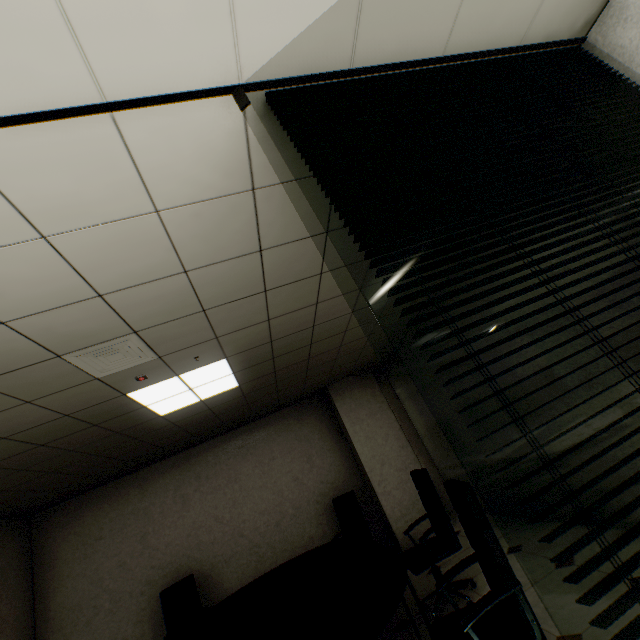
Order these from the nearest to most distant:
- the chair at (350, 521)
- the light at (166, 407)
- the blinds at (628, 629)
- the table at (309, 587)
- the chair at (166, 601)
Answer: the blinds at (628, 629), the table at (309, 587), the light at (166, 407), the chair at (166, 601), the chair at (350, 521)

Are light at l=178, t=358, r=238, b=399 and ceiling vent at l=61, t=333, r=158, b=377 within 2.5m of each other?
yes

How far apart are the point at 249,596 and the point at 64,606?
3.4 meters

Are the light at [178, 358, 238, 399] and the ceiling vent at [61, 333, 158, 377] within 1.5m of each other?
yes

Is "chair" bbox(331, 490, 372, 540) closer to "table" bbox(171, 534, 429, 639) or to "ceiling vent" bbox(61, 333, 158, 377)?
"table" bbox(171, 534, 429, 639)

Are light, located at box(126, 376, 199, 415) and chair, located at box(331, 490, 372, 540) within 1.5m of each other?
no

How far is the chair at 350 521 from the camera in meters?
5.0

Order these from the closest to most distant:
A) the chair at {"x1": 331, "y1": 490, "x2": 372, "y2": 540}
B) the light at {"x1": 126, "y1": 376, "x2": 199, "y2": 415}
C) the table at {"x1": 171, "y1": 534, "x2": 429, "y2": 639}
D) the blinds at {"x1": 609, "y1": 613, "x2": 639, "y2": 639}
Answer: the blinds at {"x1": 609, "y1": 613, "x2": 639, "y2": 639}
the table at {"x1": 171, "y1": 534, "x2": 429, "y2": 639}
the light at {"x1": 126, "y1": 376, "x2": 199, "y2": 415}
the chair at {"x1": 331, "y1": 490, "x2": 372, "y2": 540}
